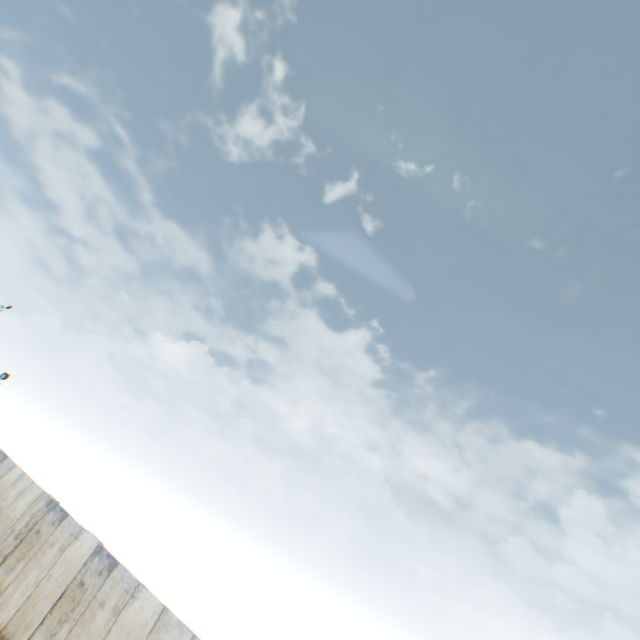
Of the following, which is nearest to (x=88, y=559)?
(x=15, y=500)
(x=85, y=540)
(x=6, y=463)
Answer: (x=85, y=540)
